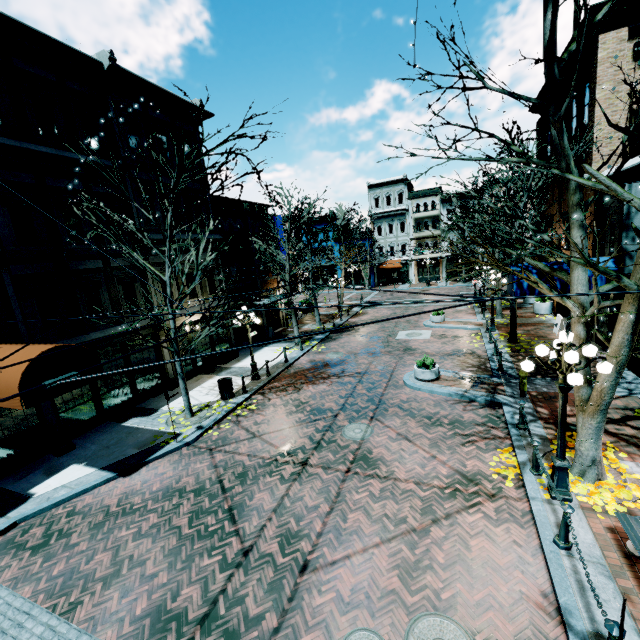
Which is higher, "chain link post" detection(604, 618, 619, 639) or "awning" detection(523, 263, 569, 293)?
"awning" detection(523, 263, 569, 293)

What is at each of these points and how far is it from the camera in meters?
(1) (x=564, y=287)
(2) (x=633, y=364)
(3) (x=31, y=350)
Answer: (1) awning, 12.7 m
(2) building, 12.2 m
(3) awning, 8.1 m

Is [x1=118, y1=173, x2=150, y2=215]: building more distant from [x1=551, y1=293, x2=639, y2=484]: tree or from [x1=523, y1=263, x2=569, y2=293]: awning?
[x1=551, y1=293, x2=639, y2=484]: tree

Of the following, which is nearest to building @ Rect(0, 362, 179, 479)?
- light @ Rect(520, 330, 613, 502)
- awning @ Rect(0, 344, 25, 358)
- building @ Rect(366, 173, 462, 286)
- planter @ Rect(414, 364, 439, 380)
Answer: awning @ Rect(0, 344, 25, 358)

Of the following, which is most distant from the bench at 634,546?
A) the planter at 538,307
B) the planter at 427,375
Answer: the planter at 538,307

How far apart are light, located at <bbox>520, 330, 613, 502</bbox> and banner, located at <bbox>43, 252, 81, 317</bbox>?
13.41m

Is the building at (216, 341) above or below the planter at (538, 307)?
above

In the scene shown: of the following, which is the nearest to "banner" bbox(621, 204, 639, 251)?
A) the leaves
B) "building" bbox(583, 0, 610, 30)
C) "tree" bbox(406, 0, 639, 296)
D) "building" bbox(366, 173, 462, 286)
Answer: "building" bbox(583, 0, 610, 30)
